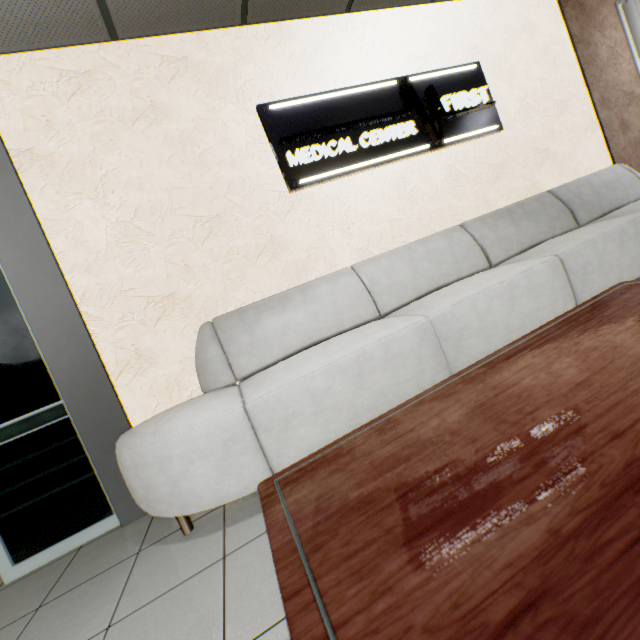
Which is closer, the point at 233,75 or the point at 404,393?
the point at 404,393

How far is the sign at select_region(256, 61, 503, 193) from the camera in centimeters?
268cm

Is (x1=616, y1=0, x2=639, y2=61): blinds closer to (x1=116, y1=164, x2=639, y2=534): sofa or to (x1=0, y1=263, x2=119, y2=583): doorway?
(x1=116, y1=164, x2=639, y2=534): sofa

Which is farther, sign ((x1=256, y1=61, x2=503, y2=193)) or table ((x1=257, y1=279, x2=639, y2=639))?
sign ((x1=256, y1=61, x2=503, y2=193))

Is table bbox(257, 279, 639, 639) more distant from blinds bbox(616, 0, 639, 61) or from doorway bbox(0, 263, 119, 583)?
blinds bbox(616, 0, 639, 61)

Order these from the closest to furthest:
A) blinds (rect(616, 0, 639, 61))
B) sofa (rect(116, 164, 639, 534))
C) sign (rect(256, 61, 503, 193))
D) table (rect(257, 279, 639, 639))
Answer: table (rect(257, 279, 639, 639)), sofa (rect(116, 164, 639, 534)), sign (rect(256, 61, 503, 193)), blinds (rect(616, 0, 639, 61))

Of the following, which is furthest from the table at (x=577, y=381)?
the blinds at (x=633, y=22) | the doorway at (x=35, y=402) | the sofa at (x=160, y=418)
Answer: the blinds at (x=633, y=22)

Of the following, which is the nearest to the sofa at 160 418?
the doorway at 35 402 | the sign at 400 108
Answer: the doorway at 35 402
